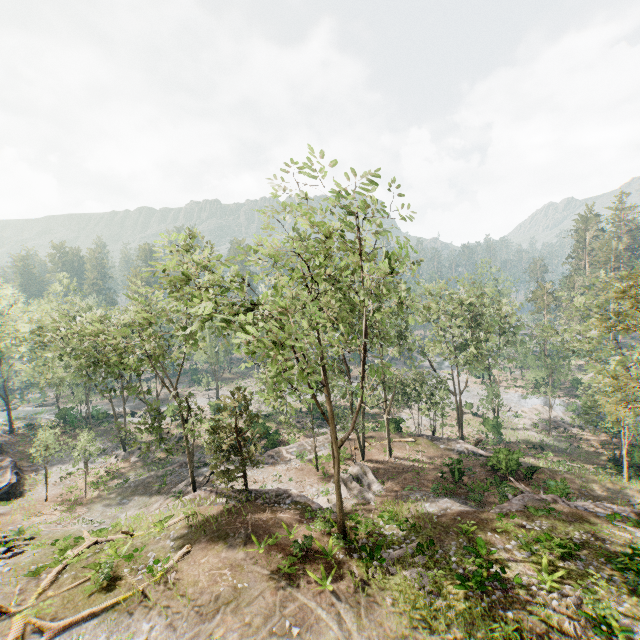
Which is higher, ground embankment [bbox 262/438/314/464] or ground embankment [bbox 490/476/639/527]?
ground embankment [bbox 490/476/639/527]

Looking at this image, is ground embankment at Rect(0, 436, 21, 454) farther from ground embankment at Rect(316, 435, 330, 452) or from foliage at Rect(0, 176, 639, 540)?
ground embankment at Rect(316, 435, 330, 452)

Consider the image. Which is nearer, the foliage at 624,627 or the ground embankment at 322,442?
the foliage at 624,627

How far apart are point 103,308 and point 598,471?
55.7m

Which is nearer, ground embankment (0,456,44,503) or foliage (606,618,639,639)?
foliage (606,618,639,639)

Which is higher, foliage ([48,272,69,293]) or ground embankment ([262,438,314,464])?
foliage ([48,272,69,293])

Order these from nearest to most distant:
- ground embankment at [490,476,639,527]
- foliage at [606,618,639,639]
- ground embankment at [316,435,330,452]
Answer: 1. foliage at [606,618,639,639]
2. ground embankment at [490,476,639,527]
3. ground embankment at [316,435,330,452]

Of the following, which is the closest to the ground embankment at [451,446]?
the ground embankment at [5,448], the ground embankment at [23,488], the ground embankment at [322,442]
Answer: the ground embankment at [322,442]
